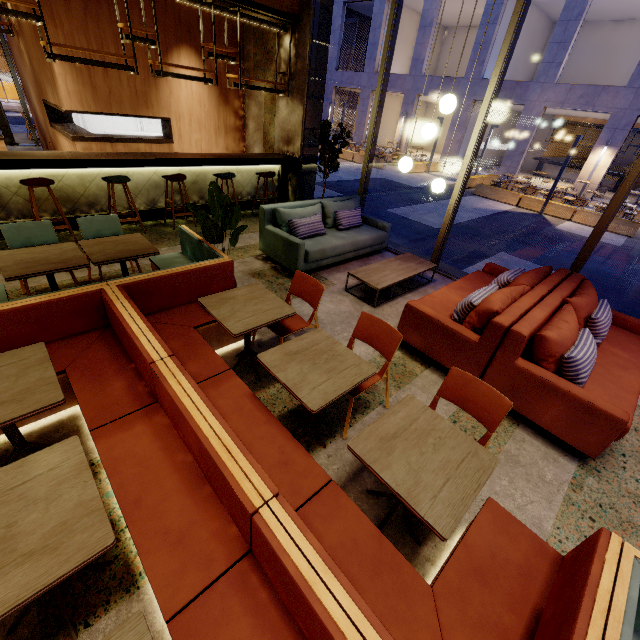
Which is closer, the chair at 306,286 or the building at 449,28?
the chair at 306,286

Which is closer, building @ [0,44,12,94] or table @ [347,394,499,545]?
table @ [347,394,499,545]

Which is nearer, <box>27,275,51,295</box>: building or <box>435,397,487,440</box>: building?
<box>435,397,487,440</box>: building

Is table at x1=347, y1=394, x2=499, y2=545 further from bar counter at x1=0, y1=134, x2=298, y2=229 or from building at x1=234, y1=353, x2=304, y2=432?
bar counter at x1=0, y1=134, x2=298, y2=229

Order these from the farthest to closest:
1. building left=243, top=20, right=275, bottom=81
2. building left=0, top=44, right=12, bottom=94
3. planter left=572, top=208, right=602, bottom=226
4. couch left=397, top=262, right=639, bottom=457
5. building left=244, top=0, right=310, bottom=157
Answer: building left=0, top=44, right=12, bottom=94 → planter left=572, top=208, right=602, bottom=226 → building left=243, top=20, right=275, bottom=81 → building left=244, top=0, right=310, bottom=157 → couch left=397, top=262, right=639, bottom=457

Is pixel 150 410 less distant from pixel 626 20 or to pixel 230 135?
pixel 230 135

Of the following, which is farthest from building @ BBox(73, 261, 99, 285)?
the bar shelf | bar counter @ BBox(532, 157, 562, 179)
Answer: bar counter @ BBox(532, 157, 562, 179)

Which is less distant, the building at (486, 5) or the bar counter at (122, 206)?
the bar counter at (122, 206)
